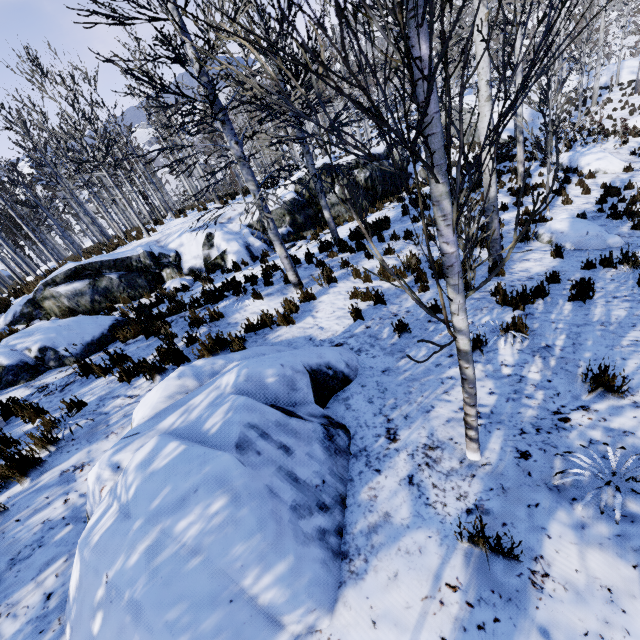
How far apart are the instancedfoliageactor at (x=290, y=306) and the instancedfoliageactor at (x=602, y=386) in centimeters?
411cm

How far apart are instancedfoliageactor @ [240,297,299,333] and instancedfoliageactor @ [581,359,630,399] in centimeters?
411cm

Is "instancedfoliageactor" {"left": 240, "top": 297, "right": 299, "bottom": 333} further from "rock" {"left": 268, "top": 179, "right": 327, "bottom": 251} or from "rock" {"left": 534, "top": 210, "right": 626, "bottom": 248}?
"rock" {"left": 534, "top": 210, "right": 626, "bottom": 248}

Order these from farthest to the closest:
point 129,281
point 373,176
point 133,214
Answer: point 373,176 < point 133,214 < point 129,281

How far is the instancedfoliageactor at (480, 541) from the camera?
1.8 meters

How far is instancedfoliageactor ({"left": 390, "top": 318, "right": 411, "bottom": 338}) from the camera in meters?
4.8

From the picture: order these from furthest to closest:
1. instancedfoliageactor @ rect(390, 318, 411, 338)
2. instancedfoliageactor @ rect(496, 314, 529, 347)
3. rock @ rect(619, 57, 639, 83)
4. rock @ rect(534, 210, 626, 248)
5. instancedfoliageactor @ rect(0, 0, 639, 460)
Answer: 1. rock @ rect(619, 57, 639, 83)
2. rock @ rect(534, 210, 626, 248)
3. instancedfoliageactor @ rect(390, 318, 411, 338)
4. instancedfoliageactor @ rect(496, 314, 529, 347)
5. instancedfoliageactor @ rect(0, 0, 639, 460)

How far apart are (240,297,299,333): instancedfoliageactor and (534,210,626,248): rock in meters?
7.0
